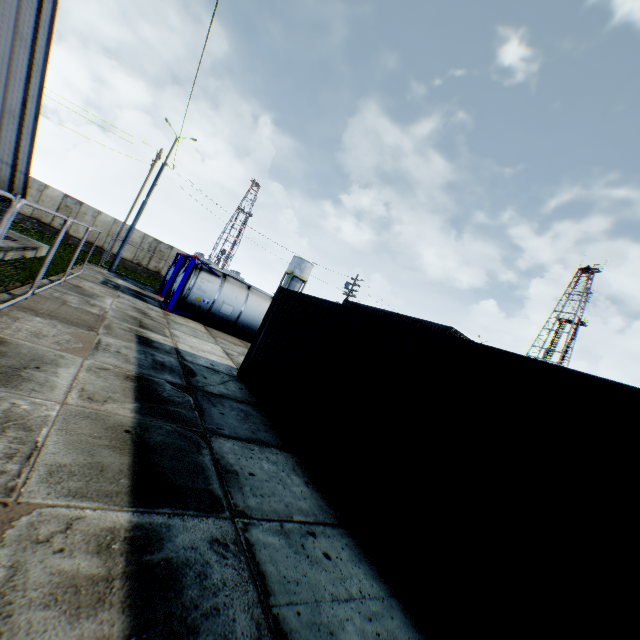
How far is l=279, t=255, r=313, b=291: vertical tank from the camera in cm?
5578

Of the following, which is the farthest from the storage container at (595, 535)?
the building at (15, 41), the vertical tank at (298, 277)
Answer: the vertical tank at (298, 277)

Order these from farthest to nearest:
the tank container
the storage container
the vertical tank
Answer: the vertical tank → the tank container → the storage container

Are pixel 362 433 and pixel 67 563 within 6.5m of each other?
yes

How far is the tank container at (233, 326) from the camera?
15.7 meters

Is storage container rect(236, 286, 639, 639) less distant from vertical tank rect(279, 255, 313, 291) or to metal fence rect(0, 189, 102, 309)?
metal fence rect(0, 189, 102, 309)

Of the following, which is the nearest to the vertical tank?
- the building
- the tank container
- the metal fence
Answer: the tank container
